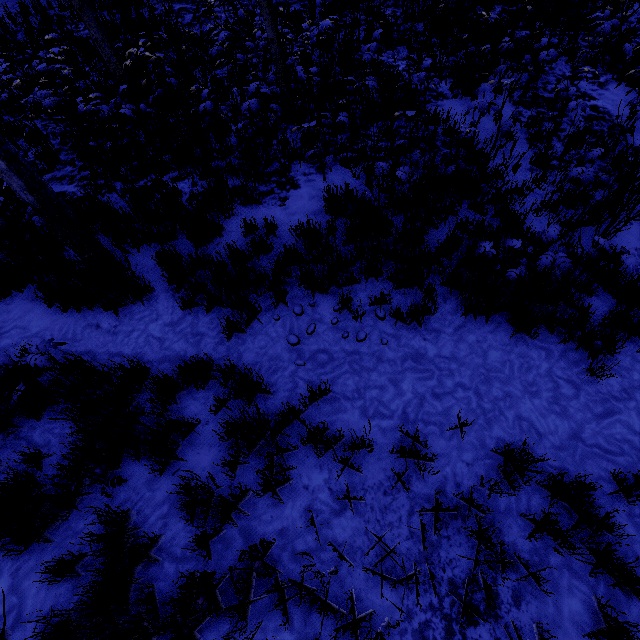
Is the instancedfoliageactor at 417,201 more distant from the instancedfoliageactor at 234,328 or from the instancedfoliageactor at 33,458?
the instancedfoliageactor at 234,328

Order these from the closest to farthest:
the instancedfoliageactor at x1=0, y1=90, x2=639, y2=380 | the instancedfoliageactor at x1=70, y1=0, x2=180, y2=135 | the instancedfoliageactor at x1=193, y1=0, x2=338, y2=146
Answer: the instancedfoliageactor at x1=0, y1=90, x2=639, y2=380 → the instancedfoliageactor at x1=193, y1=0, x2=338, y2=146 → the instancedfoliageactor at x1=70, y1=0, x2=180, y2=135

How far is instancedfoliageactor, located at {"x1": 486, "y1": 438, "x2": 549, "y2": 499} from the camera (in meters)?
2.93

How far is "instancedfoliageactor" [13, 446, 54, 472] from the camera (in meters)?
3.09

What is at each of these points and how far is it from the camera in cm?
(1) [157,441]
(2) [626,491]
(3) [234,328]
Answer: (1) instancedfoliageactor, 334
(2) instancedfoliageactor, 293
(3) instancedfoliageactor, 406

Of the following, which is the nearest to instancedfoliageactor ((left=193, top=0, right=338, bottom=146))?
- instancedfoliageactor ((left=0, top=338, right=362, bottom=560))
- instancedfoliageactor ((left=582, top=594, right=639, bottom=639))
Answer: instancedfoliageactor ((left=0, top=338, right=362, bottom=560))

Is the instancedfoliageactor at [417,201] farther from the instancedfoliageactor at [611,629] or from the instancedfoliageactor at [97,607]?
the instancedfoliageactor at [611,629]
